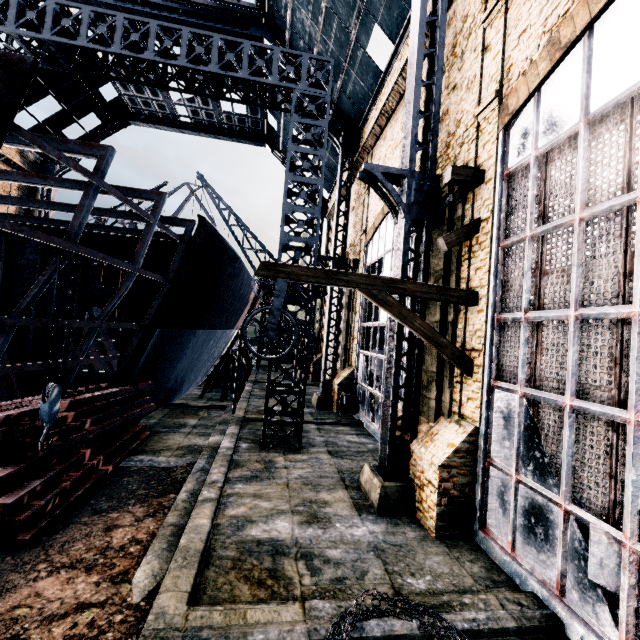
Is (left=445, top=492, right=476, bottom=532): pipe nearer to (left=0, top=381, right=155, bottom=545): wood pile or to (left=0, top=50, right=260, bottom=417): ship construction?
(left=0, top=381, right=155, bottom=545): wood pile

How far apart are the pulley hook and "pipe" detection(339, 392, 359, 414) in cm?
1341

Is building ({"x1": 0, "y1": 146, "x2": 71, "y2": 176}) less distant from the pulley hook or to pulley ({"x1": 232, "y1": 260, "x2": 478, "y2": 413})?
pulley ({"x1": 232, "y1": 260, "x2": 478, "y2": 413})

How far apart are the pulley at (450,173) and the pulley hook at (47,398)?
9.9m

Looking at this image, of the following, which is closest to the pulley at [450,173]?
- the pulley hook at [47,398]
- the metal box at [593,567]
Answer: the metal box at [593,567]

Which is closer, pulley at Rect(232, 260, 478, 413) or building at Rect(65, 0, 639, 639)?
building at Rect(65, 0, 639, 639)

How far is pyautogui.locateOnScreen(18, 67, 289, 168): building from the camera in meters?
25.7 m

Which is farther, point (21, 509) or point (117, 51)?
point (117, 51)
